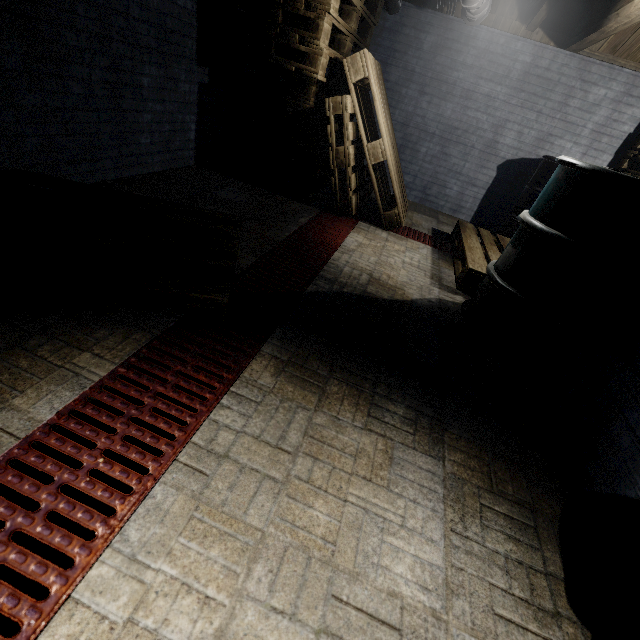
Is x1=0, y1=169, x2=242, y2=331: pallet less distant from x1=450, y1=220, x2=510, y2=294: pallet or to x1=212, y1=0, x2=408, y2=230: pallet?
x1=212, y1=0, x2=408, y2=230: pallet

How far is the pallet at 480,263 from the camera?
2.5m

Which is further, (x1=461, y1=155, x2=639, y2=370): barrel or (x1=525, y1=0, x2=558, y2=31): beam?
(x1=525, y1=0, x2=558, y2=31): beam

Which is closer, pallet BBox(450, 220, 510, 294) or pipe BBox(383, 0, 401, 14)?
pallet BBox(450, 220, 510, 294)

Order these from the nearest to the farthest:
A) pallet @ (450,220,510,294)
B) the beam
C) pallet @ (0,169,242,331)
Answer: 1. pallet @ (0,169,242,331)
2. pallet @ (450,220,510,294)
3. the beam

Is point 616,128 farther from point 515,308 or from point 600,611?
point 600,611

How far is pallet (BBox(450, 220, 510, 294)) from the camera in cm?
252

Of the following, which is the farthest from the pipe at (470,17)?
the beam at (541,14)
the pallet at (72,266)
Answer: the pallet at (72,266)
